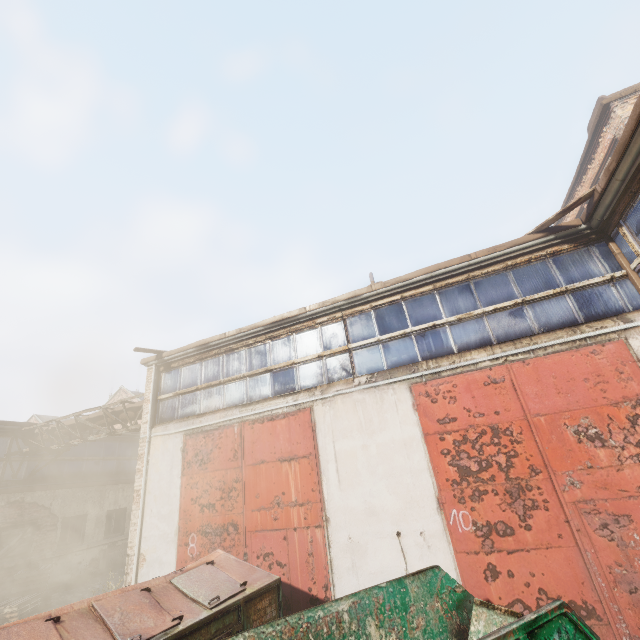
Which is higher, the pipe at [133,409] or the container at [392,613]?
the pipe at [133,409]

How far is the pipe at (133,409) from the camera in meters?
11.0

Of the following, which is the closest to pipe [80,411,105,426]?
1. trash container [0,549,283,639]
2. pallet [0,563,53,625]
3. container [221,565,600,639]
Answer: pallet [0,563,53,625]

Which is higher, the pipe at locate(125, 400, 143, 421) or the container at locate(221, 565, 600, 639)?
the pipe at locate(125, 400, 143, 421)

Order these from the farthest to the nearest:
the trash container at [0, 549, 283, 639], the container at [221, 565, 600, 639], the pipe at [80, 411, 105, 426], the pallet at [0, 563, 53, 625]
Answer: the pipe at [80, 411, 105, 426] → the pallet at [0, 563, 53, 625] → the trash container at [0, 549, 283, 639] → the container at [221, 565, 600, 639]

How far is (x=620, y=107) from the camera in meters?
11.7 m
